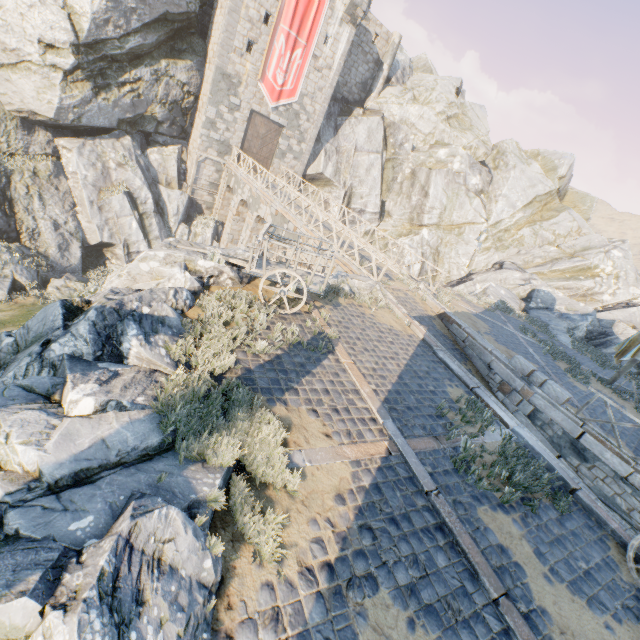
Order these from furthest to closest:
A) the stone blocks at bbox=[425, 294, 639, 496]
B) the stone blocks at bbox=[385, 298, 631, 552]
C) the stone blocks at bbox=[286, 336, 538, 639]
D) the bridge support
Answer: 1. the bridge support
2. the stone blocks at bbox=[425, 294, 639, 496]
3. the stone blocks at bbox=[385, 298, 631, 552]
4. the stone blocks at bbox=[286, 336, 538, 639]

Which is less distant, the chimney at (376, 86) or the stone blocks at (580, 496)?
the stone blocks at (580, 496)

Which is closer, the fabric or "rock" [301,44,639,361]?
the fabric

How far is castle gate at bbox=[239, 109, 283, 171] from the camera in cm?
2419

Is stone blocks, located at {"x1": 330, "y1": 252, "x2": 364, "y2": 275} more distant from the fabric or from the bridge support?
the fabric

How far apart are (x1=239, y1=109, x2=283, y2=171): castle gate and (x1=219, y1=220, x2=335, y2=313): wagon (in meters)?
19.66

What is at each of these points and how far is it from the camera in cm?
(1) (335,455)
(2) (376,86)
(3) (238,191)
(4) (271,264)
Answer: (1) stone blocks, 507
(2) chimney, 2978
(3) bridge support, 2339
(4) wagon, 866

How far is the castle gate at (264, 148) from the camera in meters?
24.2
